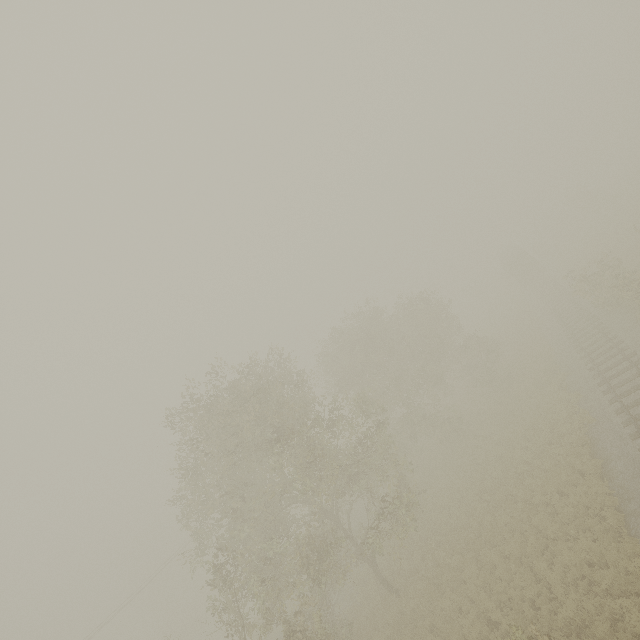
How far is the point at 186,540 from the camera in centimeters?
3438cm

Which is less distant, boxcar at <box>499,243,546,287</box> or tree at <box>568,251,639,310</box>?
tree at <box>568,251,639,310</box>

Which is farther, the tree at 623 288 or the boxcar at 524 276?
the boxcar at 524 276

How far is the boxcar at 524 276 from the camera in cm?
4294

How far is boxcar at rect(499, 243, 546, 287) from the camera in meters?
42.9 m
